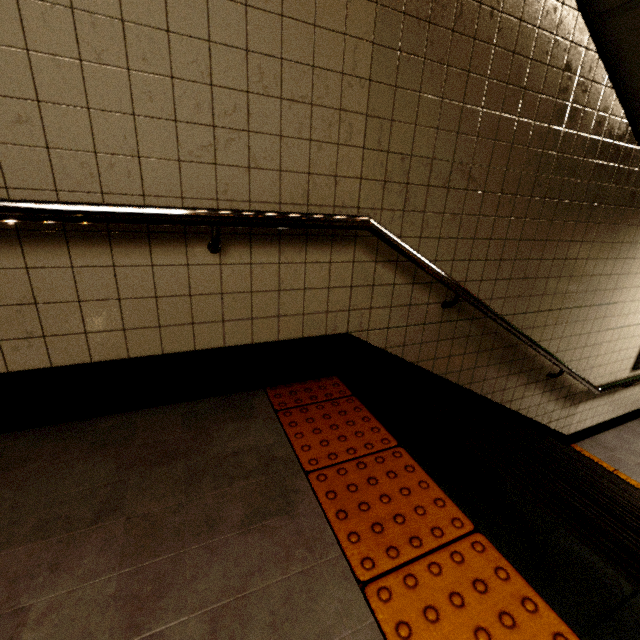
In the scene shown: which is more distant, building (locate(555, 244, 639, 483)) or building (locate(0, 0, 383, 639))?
building (locate(555, 244, 639, 483))

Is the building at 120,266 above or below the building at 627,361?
above

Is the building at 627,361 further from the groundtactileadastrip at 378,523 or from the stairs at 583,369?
the groundtactileadastrip at 378,523

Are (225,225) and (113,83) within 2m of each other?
yes

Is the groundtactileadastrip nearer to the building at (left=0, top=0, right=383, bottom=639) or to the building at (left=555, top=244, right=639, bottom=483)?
the building at (left=0, top=0, right=383, bottom=639)

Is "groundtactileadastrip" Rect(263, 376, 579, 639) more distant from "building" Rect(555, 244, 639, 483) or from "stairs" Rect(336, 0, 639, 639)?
"building" Rect(555, 244, 639, 483)

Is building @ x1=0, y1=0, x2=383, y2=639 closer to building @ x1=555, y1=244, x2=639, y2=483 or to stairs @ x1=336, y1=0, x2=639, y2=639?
stairs @ x1=336, y1=0, x2=639, y2=639
